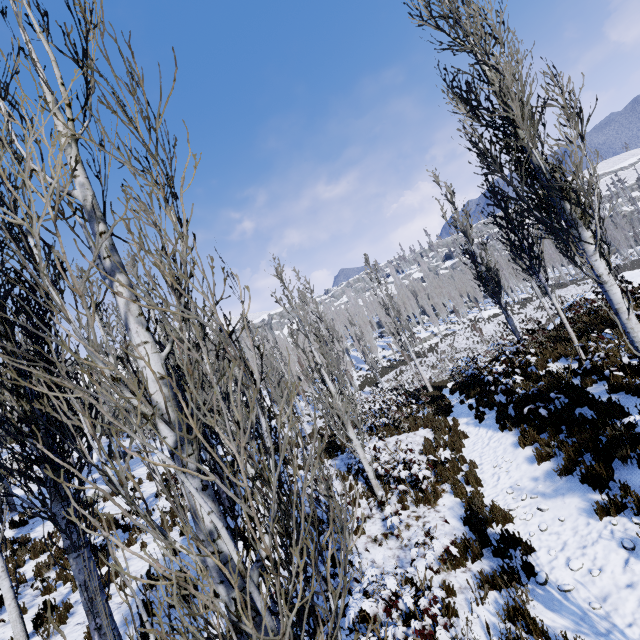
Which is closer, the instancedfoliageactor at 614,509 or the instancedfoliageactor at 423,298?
the instancedfoliageactor at 614,509

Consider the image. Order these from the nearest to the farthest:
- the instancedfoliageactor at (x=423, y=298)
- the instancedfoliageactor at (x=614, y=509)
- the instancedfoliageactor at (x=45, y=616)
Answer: the instancedfoliageactor at (x=45, y=616) → the instancedfoliageactor at (x=614, y=509) → the instancedfoliageactor at (x=423, y=298)

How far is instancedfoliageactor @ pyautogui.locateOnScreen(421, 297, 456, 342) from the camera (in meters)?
54.35

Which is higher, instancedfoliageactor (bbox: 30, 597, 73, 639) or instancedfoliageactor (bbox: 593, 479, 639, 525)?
instancedfoliageactor (bbox: 30, 597, 73, 639)

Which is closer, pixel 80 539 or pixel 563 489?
pixel 80 539

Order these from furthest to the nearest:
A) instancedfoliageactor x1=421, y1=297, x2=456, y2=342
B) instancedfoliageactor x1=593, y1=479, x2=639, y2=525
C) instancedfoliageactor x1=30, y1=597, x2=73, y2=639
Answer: instancedfoliageactor x1=421, y1=297, x2=456, y2=342
instancedfoliageactor x1=593, y1=479, x2=639, y2=525
instancedfoliageactor x1=30, y1=597, x2=73, y2=639

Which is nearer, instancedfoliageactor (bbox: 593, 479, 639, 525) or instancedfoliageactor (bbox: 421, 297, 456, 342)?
instancedfoliageactor (bbox: 593, 479, 639, 525)
